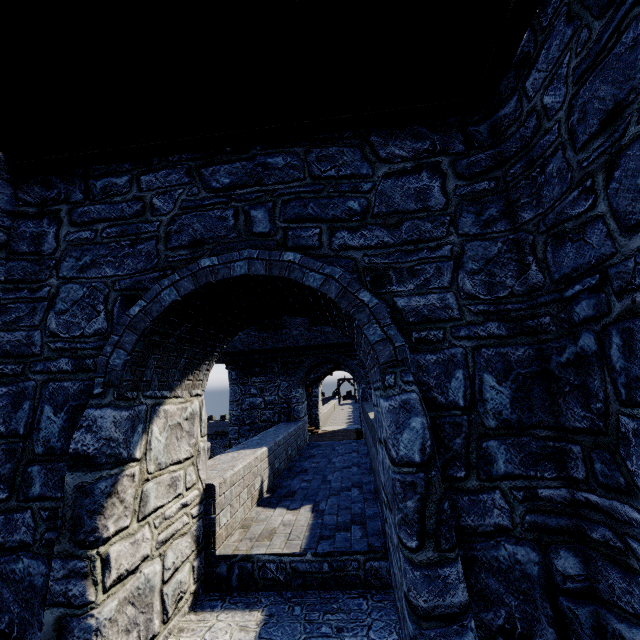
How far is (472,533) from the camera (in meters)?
2.88
